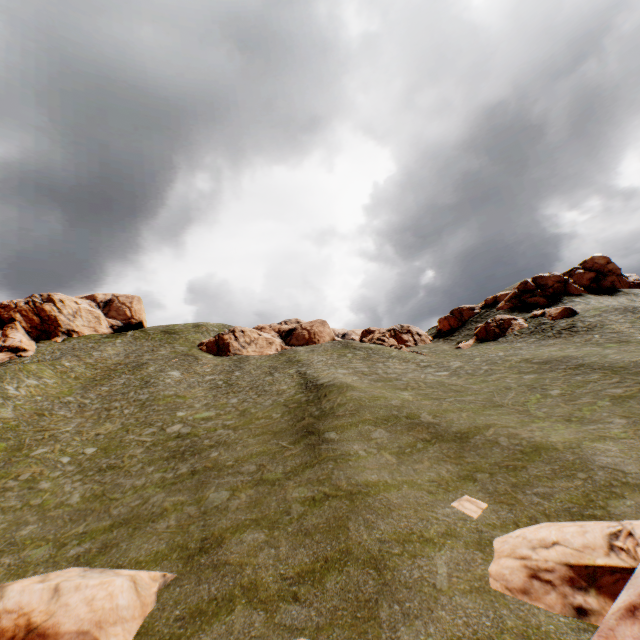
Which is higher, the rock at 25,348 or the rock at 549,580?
the rock at 25,348

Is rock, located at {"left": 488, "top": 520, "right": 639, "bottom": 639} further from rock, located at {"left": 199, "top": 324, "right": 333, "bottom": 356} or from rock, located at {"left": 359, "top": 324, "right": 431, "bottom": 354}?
rock, located at {"left": 359, "top": 324, "right": 431, "bottom": 354}

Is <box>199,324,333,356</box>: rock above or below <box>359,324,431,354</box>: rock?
above

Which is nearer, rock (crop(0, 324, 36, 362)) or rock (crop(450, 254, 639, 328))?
rock (crop(450, 254, 639, 328))

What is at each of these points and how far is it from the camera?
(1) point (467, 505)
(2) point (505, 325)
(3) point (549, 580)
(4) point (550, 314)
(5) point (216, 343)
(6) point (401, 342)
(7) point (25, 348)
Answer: (1) rock, 11.1 meters
(2) rock, 44.7 meters
(3) rock, 7.6 meters
(4) rock, 40.9 meters
(5) rock, 58.4 meters
(6) rock, 55.6 meters
(7) rock, 55.3 meters

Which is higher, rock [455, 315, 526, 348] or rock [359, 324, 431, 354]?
rock [359, 324, 431, 354]

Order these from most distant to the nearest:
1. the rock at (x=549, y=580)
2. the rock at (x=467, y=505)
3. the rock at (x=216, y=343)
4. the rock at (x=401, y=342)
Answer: the rock at (x=216, y=343) → the rock at (x=401, y=342) → the rock at (x=467, y=505) → the rock at (x=549, y=580)

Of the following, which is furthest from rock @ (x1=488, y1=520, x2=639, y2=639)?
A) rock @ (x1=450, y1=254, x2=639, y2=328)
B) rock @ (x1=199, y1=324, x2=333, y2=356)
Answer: rock @ (x1=199, y1=324, x2=333, y2=356)
